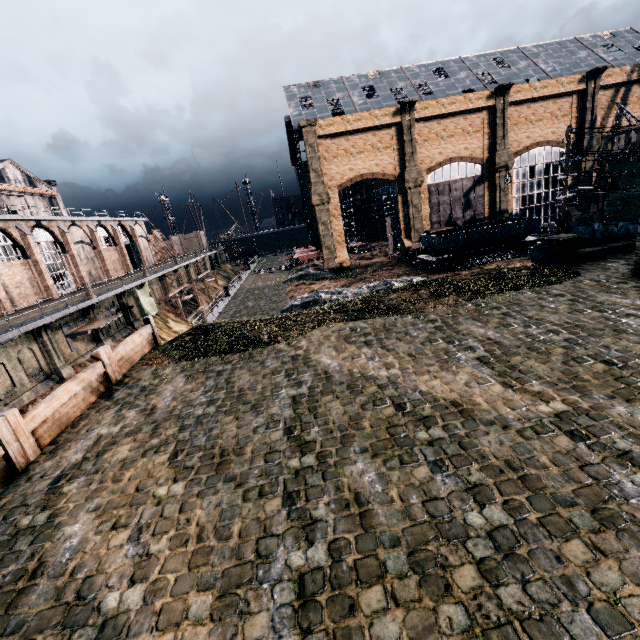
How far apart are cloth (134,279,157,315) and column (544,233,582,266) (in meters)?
38.16

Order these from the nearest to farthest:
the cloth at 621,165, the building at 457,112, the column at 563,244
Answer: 1. the column at 563,244
2. the cloth at 621,165
3. the building at 457,112

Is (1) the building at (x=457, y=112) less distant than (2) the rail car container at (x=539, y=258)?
No

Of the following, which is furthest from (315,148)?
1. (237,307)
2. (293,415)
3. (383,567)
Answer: (383,567)

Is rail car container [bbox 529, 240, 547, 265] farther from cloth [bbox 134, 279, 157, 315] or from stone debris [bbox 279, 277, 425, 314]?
cloth [bbox 134, 279, 157, 315]

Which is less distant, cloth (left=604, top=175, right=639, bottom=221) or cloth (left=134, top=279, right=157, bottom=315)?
cloth (left=604, top=175, right=639, bottom=221)

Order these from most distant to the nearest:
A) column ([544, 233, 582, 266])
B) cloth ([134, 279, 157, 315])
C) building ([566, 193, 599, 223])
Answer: building ([566, 193, 599, 223]), cloth ([134, 279, 157, 315]), column ([544, 233, 582, 266])

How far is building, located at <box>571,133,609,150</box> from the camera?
41.8m
